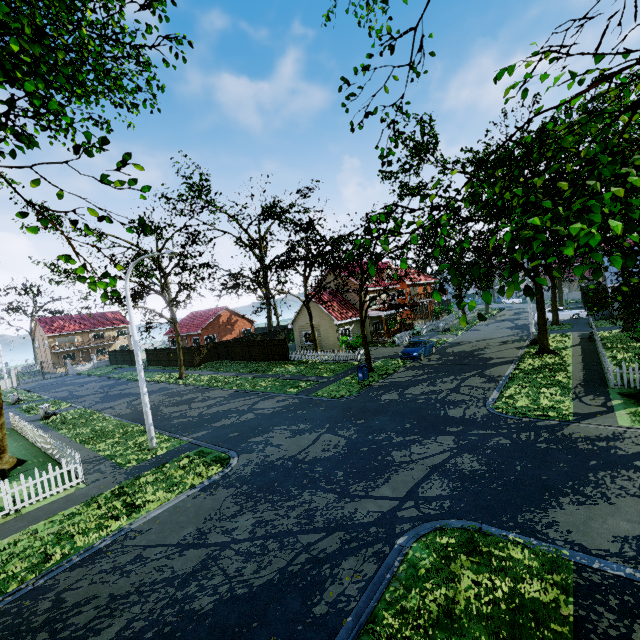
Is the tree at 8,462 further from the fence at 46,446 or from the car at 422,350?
the car at 422,350

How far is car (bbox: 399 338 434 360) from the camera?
24.8 meters

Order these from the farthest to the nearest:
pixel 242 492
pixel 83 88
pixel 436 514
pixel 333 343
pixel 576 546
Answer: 1. pixel 333 343
2. pixel 83 88
3. pixel 242 492
4. pixel 436 514
5. pixel 576 546

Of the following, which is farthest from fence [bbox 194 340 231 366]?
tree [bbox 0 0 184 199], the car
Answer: the car

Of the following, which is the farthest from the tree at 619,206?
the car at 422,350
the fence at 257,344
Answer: the car at 422,350

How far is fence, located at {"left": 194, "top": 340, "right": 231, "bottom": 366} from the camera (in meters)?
37.34

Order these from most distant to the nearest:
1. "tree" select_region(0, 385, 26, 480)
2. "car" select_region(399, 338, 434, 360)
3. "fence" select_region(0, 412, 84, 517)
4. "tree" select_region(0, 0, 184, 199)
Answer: "car" select_region(399, 338, 434, 360) → "tree" select_region(0, 385, 26, 480) → "fence" select_region(0, 412, 84, 517) → "tree" select_region(0, 0, 184, 199)

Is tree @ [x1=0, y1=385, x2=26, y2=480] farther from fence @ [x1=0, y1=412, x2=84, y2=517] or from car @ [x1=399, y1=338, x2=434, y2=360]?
car @ [x1=399, y1=338, x2=434, y2=360]
